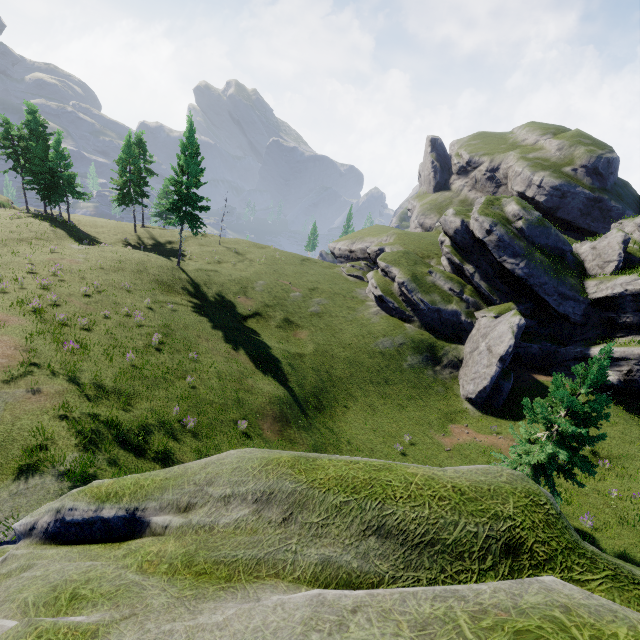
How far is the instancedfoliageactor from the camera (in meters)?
14.91

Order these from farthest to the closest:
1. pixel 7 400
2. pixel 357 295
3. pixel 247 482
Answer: pixel 357 295, pixel 7 400, pixel 247 482

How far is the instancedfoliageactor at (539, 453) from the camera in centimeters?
1491cm
